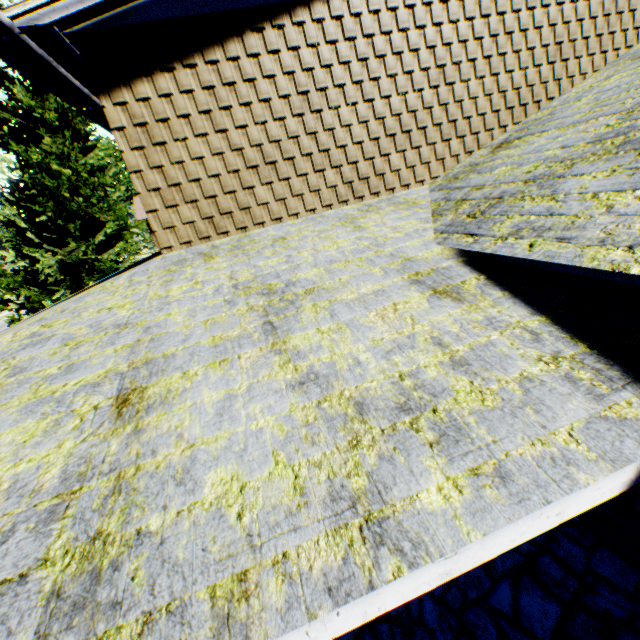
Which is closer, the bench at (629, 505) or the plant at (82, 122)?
the bench at (629, 505)

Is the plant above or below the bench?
above

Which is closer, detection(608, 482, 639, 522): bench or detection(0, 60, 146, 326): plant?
detection(608, 482, 639, 522): bench

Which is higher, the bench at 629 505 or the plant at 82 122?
the plant at 82 122

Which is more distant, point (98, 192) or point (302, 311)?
point (98, 192)
